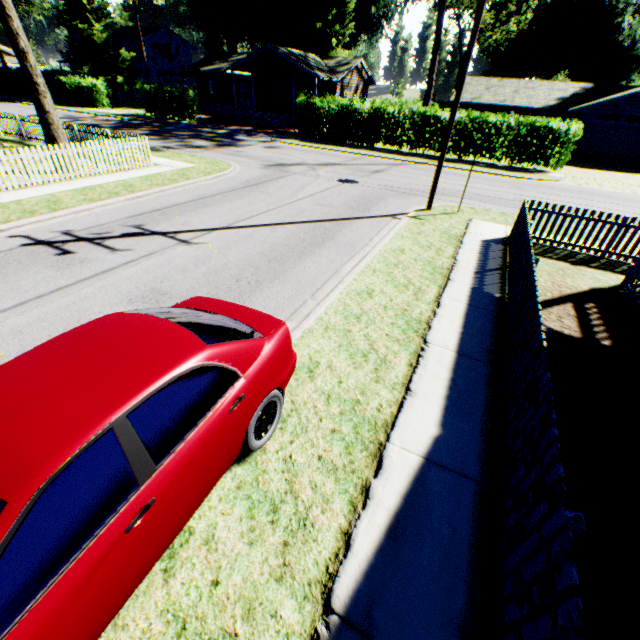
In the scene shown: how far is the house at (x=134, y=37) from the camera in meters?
51.2

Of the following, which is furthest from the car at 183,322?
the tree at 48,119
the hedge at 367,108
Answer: the hedge at 367,108

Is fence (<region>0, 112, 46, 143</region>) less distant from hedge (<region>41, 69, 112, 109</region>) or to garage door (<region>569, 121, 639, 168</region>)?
hedge (<region>41, 69, 112, 109</region>)

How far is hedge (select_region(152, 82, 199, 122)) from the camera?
30.7 meters

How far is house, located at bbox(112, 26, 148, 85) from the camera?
51.2 meters

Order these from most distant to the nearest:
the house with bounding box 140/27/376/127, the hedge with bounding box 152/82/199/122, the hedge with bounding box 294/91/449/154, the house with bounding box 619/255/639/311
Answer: the house with bounding box 140/27/376/127
the hedge with bounding box 152/82/199/122
the hedge with bounding box 294/91/449/154
the house with bounding box 619/255/639/311

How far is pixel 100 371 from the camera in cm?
250

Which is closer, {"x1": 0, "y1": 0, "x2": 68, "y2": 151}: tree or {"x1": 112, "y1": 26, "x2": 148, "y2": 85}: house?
{"x1": 0, "y1": 0, "x2": 68, "y2": 151}: tree
